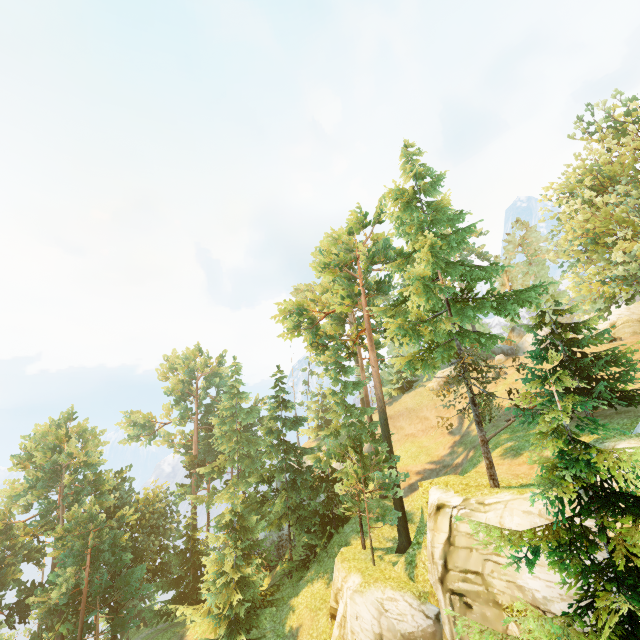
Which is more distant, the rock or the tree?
→ the rock

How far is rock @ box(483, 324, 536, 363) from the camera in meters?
40.9 m

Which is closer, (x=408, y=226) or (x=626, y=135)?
(x=408, y=226)

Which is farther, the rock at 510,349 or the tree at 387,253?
the rock at 510,349

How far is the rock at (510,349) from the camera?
40.91m
